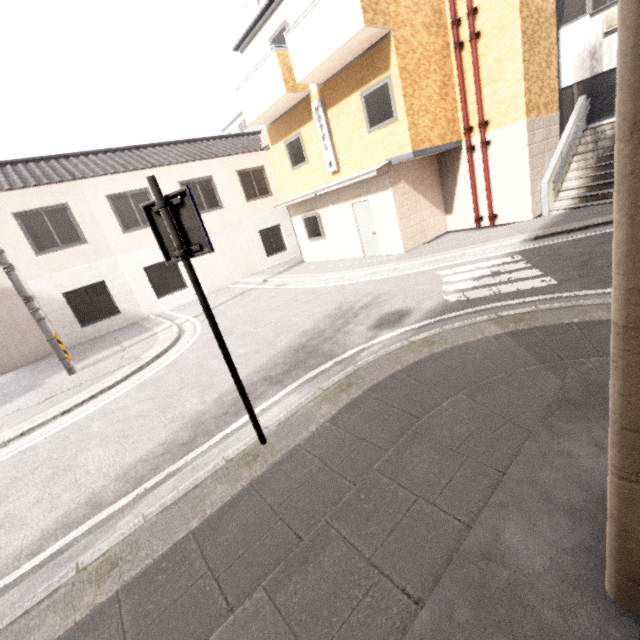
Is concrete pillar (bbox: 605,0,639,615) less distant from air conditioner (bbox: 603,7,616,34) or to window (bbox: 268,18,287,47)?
window (bbox: 268,18,287,47)

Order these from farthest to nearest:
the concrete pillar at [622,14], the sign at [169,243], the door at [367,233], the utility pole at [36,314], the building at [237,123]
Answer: the building at [237,123] < the door at [367,233] < the utility pole at [36,314] < the sign at [169,243] < the concrete pillar at [622,14]

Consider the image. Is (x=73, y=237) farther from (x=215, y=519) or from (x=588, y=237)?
(x=588, y=237)

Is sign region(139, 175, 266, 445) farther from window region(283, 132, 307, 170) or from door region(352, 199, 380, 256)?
window region(283, 132, 307, 170)

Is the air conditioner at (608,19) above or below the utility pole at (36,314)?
above

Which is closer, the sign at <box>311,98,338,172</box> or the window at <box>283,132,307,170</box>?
the sign at <box>311,98,338,172</box>

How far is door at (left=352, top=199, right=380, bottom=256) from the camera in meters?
11.8

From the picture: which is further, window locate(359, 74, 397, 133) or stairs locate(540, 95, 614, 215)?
stairs locate(540, 95, 614, 215)
